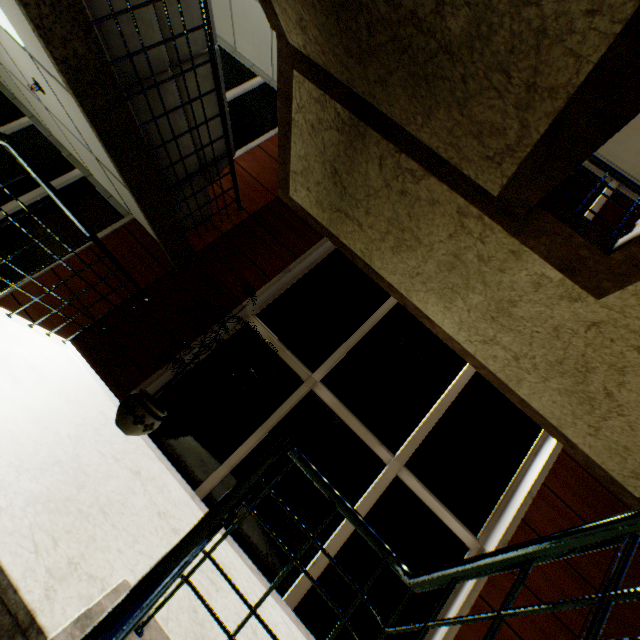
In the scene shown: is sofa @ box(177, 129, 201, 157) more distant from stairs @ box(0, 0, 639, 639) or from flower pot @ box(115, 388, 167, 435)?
flower pot @ box(115, 388, 167, 435)

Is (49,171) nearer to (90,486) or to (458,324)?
(90,486)

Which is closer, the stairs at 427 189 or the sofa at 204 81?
the stairs at 427 189

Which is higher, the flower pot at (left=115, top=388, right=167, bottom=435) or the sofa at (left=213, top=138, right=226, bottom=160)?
the sofa at (left=213, top=138, right=226, bottom=160)

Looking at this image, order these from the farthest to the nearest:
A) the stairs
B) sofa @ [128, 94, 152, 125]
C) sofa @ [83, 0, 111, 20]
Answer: sofa @ [128, 94, 152, 125], sofa @ [83, 0, 111, 20], the stairs

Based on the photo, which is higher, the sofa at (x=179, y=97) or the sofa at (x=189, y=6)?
the sofa at (x=189, y=6)

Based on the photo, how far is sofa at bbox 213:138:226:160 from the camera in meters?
3.7

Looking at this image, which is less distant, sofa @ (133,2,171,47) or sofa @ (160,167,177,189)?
sofa @ (133,2,171,47)
